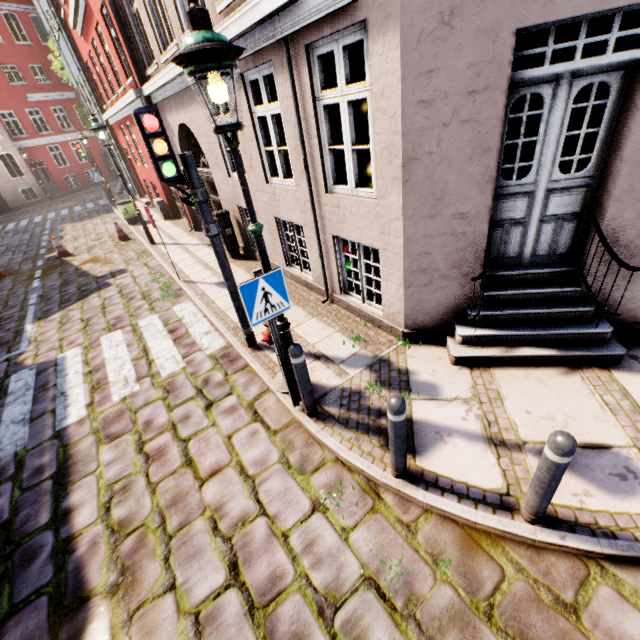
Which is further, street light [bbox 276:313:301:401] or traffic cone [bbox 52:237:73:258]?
traffic cone [bbox 52:237:73:258]

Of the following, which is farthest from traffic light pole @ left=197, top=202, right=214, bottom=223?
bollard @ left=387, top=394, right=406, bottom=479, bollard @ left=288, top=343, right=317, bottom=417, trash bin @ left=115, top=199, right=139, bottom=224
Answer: trash bin @ left=115, top=199, right=139, bottom=224

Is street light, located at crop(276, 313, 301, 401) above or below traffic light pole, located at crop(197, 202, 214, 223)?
below

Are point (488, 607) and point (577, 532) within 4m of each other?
yes

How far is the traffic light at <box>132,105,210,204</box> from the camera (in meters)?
3.46

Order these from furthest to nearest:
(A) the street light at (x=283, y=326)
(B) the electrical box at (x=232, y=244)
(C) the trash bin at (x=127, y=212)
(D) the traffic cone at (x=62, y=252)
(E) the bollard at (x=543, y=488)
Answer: (C) the trash bin at (x=127, y=212)
(D) the traffic cone at (x=62, y=252)
(B) the electrical box at (x=232, y=244)
(A) the street light at (x=283, y=326)
(E) the bollard at (x=543, y=488)

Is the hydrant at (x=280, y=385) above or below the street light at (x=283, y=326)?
below

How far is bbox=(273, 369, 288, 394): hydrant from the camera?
4.4m
